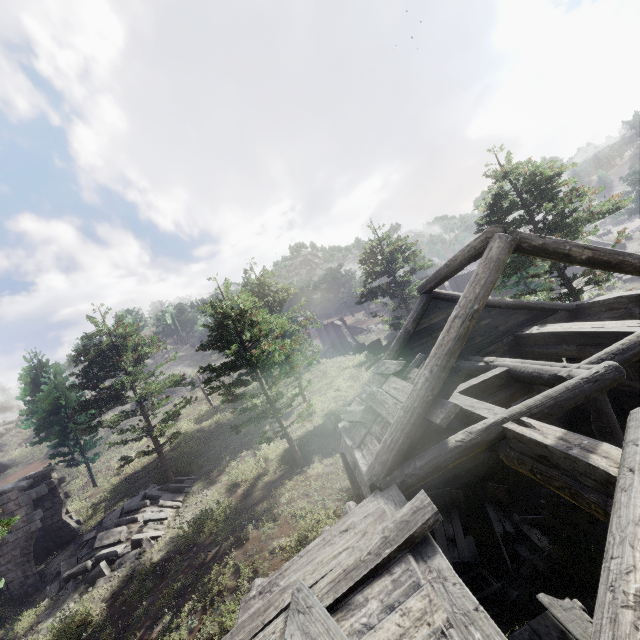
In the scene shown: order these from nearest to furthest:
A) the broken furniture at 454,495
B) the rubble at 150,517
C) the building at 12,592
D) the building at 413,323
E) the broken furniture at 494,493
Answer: the building at 413,323, the broken furniture at 454,495, the broken furniture at 494,493, the rubble at 150,517, the building at 12,592

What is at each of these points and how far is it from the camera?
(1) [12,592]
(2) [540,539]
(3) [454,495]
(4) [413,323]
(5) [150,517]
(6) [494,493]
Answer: (1) building, 14.5 meters
(2) broken furniture, 7.6 meters
(3) broken furniture, 9.3 meters
(4) building, 10.5 meters
(5) rubble, 15.2 meters
(6) broken furniture, 9.2 meters

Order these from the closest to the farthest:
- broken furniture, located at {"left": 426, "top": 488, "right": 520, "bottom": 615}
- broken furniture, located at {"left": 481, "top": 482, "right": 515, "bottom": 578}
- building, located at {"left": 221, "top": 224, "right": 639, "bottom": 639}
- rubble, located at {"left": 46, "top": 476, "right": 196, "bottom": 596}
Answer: building, located at {"left": 221, "top": 224, "right": 639, "bottom": 639} → broken furniture, located at {"left": 426, "top": 488, "right": 520, "bottom": 615} → broken furniture, located at {"left": 481, "top": 482, "right": 515, "bottom": 578} → rubble, located at {"left": 46, "top": 476, "right": 196, "bottom": 596}

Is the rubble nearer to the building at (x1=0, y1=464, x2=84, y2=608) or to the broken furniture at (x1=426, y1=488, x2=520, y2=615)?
the building at (x1=0, y1=464, x2=84, y2=608)

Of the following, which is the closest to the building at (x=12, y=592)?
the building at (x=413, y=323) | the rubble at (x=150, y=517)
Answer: the rubble at (x=150, y=517)

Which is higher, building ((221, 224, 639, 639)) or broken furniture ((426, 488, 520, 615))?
building ((221, 224, 639, 639))
